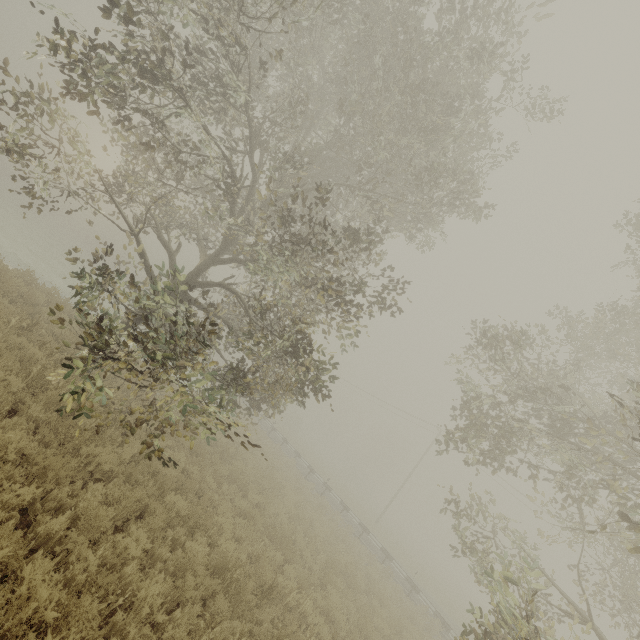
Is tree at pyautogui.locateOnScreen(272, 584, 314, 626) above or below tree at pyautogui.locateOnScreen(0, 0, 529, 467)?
below

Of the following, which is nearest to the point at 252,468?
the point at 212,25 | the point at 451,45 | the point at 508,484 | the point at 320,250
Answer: the point at 320,250

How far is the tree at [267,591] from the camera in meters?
6.1

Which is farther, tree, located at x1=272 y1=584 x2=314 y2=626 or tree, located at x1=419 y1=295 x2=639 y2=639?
tree, located at x1=272 y1=584 x2=314 y2=626

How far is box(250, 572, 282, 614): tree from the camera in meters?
6.1 m

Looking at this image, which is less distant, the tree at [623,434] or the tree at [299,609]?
the tree at [623,434]
